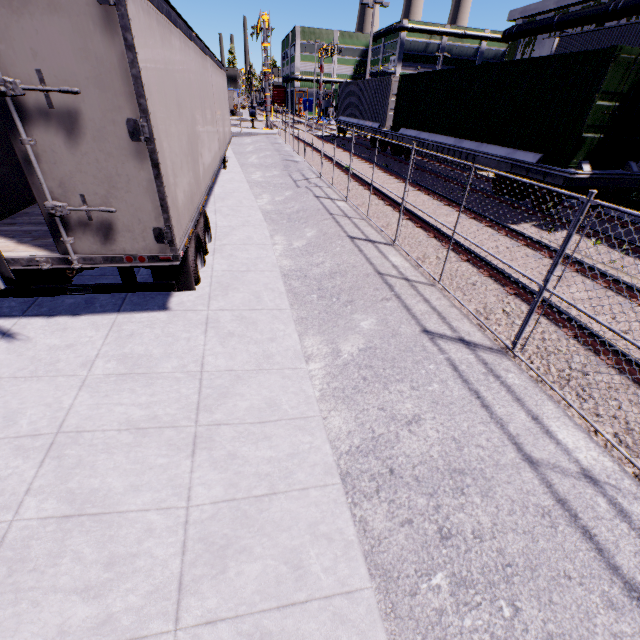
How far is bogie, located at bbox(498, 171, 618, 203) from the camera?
9.50m

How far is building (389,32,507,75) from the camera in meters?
56.7 m

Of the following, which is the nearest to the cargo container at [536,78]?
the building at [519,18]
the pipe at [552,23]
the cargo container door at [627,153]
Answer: the cargo container door at [627,153]

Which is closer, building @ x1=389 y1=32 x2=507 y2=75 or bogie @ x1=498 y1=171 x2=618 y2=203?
bogie @ x1=498 y1=171 x2=618 y2=203

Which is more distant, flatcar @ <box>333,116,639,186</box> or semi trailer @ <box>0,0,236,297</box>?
flatcar @ <box>333,116,639,186</box>

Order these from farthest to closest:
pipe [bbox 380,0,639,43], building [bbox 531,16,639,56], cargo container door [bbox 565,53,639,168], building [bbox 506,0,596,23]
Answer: building [bbox 506,0,596,23] < pipe [bbox 380,0,639,43] < building [bbox 531,16,639,56] < cargo container door [bbox 565,53,639,168]

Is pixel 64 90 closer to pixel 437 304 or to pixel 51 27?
pixel 51 27

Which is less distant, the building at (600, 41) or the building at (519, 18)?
the building at (600, 41)
